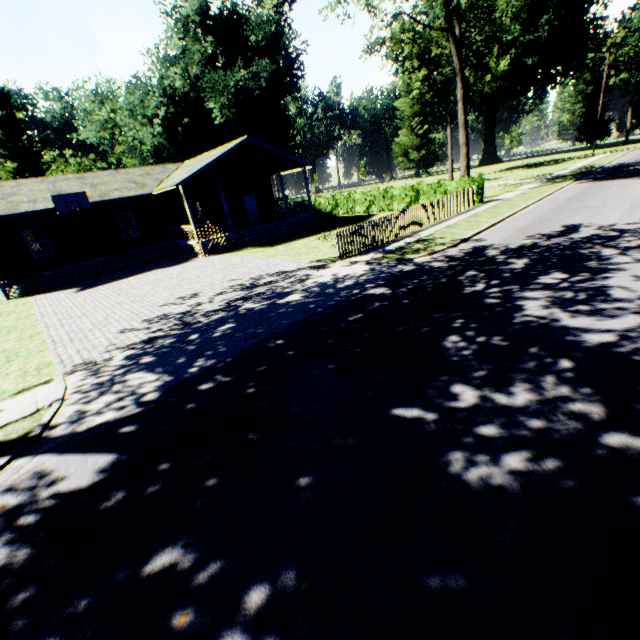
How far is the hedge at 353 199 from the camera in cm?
2170

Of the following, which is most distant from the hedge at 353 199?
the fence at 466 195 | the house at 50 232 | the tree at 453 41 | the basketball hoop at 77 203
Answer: the basketball hoop at 77 203

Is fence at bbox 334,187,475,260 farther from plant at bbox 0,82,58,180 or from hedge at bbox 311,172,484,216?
plant at bbox 0,82,58,180

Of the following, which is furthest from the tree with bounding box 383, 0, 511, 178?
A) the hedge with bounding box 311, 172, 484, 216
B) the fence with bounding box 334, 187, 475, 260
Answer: the fence with bounding box 334, 187, 475, 260

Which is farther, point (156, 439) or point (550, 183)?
point (550, 183)

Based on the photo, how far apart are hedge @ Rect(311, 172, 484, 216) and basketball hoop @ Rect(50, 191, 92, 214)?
19.0m

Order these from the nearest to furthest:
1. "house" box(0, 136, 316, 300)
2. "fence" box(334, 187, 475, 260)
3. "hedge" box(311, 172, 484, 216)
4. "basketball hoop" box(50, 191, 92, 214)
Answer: "fence" box(334, 187, 475, 260)
"basketball hoop" box(50, 191, 92, 214)
"house" box(0, 136, 316, 300)
"hedge" box(311, 172, 484, 216)

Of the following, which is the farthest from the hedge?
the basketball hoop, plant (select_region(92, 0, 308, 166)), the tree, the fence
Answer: plant (select_region(92, 0, 308, 166))
